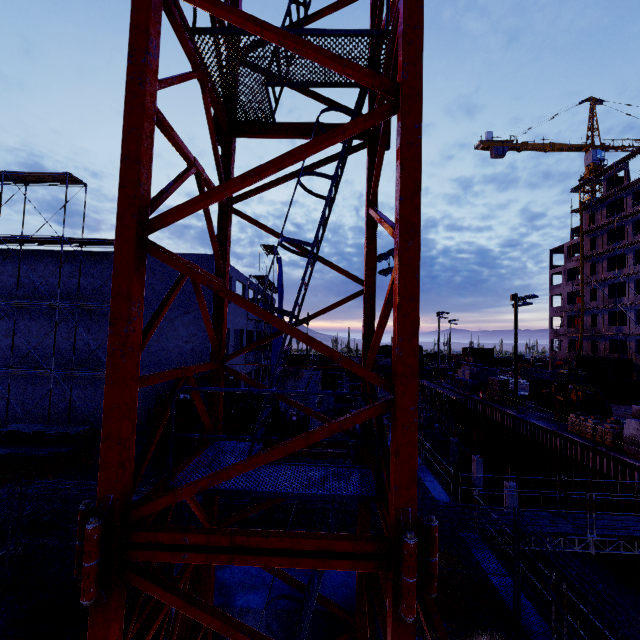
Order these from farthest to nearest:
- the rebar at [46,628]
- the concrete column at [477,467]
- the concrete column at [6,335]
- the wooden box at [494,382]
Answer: the wooden box at [494,382] < the concrete column at [477,467] < the concrete column at [6,335] < the rebar at [46,628]

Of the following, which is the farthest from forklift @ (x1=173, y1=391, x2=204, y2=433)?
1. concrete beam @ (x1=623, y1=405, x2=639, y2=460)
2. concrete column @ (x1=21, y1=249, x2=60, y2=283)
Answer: concrete beam @ (x1=623, y1=405, x2=639, y2=460)

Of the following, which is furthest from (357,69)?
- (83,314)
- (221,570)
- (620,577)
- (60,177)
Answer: (620,577)

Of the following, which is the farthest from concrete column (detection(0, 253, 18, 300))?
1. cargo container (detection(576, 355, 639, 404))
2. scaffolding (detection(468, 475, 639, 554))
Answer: cargo container (detection(576, 355, 639, 404))

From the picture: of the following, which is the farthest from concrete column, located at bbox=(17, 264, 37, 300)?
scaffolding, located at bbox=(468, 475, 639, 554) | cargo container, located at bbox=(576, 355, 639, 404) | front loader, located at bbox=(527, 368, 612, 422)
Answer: cargo container, located at bbox=(576, 355, 639, 404)

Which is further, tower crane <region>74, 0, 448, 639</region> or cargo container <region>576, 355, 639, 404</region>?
cargo container <region>576, 355, 639, 404</region>

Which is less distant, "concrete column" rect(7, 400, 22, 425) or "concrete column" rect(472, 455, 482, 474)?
"concrete column" rect(7, 400, 22, 425)

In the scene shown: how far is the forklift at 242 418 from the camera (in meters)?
15.47
